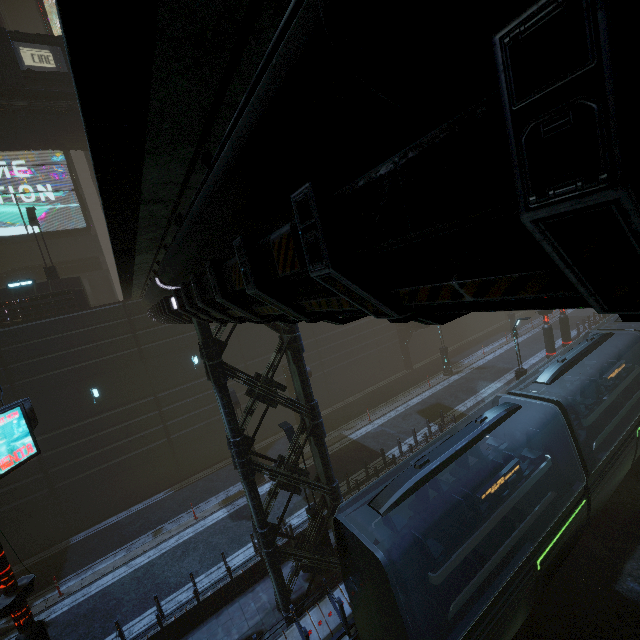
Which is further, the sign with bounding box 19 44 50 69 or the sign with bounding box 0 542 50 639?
the sign with bounding box 19 44 50 69

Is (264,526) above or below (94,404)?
below

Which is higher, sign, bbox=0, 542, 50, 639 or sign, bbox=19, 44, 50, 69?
sign, bbox=19, 44, 50, 69

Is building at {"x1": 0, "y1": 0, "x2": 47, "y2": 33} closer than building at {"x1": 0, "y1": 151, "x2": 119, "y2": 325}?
No

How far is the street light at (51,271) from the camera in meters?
19.3

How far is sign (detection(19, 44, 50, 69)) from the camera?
58.2 meters

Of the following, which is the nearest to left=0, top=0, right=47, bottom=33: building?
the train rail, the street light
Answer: the train rail

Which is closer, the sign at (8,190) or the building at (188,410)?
the building at (188,410)
